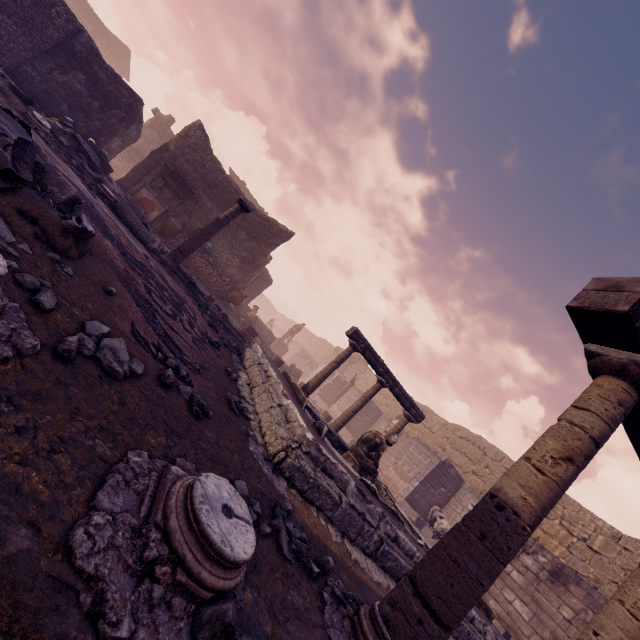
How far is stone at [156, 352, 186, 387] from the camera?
2.2m

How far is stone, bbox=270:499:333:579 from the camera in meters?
2.0 m

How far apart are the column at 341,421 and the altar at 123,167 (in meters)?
19.04

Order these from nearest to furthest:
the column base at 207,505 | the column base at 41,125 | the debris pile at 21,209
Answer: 1. the column base at 207,505
2. the debris pile at 21,209
3. the column base at 41,125

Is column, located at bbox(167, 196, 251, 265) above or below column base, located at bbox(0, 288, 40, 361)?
above

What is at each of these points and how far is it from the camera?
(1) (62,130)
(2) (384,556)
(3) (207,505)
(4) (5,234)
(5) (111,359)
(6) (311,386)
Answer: (1) debris pile, 9.5 meters
(2) pool, 3.4 meters
(3) column base, 1.2 meters
(4) rocks, 1.8 meters
(5) stone, 1.8 meters
(6) column, 9.1 meters

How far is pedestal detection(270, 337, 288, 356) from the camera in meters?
23.0

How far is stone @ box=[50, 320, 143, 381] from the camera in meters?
1.5 m
